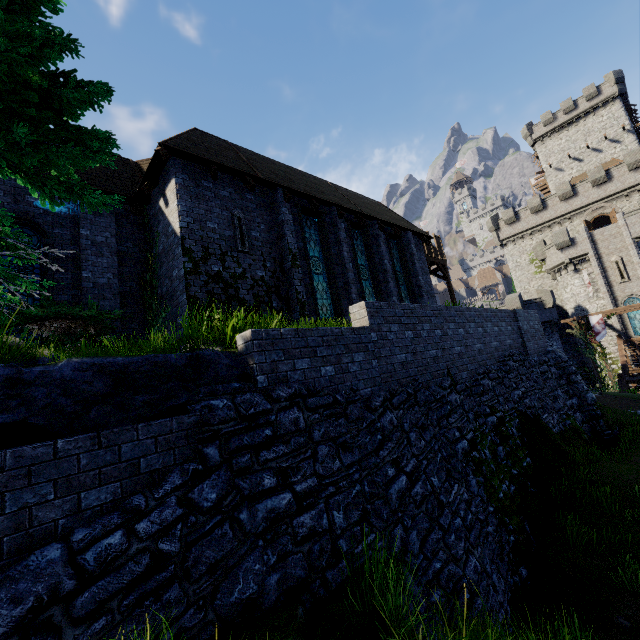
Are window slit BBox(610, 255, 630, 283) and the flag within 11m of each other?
yes

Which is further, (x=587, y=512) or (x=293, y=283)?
(x=293, y=283)

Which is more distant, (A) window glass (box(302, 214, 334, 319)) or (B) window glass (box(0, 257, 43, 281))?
(A) window glass (box(302, 214, 334, 319))

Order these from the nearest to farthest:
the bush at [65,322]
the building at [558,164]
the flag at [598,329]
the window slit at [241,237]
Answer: the bush at [65,322] < the window slit at [241,237] < the flag at [598,329] < the building at [558,164]

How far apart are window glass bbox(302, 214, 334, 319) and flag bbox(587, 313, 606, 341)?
24.23m

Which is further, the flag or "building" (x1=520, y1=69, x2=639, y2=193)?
"building" (x1=520, y1=69, x2=639, y2=193)

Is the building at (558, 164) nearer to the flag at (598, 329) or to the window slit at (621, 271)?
the window slit at (621, 271)

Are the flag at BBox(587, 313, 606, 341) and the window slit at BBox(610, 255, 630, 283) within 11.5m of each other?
yes
